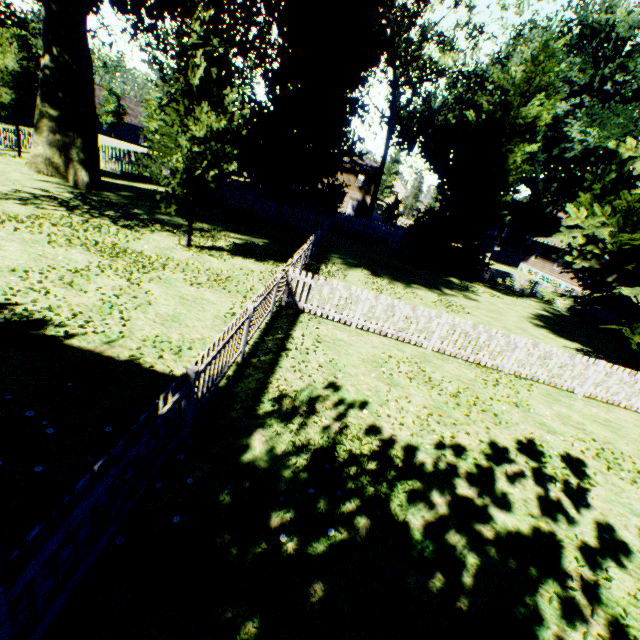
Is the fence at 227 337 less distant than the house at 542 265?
Yes

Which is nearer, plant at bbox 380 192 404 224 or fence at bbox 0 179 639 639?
fence at bbox 0 179 639 639

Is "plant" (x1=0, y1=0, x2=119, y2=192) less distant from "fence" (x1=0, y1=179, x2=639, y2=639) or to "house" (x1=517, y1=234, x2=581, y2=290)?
"fence" (x1=0, y1=179, x2=639, y2=639)

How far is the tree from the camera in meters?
46.1 m

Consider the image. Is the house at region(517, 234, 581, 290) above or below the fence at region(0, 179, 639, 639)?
above

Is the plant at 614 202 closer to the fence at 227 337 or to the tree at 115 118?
→ the fence at 227 337

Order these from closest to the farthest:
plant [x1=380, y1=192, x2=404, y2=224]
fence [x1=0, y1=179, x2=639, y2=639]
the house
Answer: fence [x1=0, y1=179, x2=639, y2=639], the house, plant [x1=380, y1=192, x2=404, y2=224]

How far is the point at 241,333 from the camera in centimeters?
641cm
